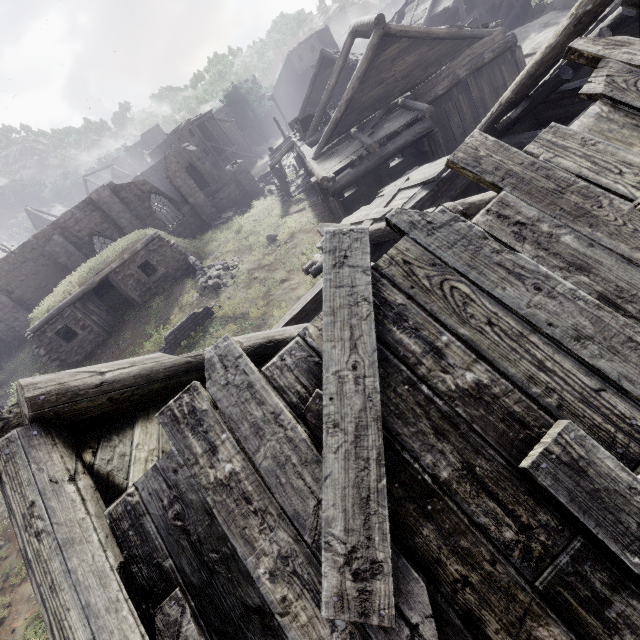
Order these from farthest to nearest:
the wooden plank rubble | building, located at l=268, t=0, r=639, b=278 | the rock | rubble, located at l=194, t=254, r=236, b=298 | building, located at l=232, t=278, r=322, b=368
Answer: the rock < rubble, located at l=194, t=254, r=236, b=298 < building, located at l=268, t=0, r=639, b=278 < building, located at l=232, t=278, r=322, b=368 < the wooden plank rubble

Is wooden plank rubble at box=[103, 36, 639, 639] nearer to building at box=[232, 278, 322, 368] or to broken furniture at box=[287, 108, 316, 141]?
building at box=[232, 278, 322, 368]

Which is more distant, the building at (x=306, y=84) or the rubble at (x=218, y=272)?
the rubble at (x=218, y=272)

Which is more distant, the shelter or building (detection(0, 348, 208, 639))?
the shelter

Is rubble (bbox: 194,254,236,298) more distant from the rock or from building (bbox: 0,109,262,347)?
the rock

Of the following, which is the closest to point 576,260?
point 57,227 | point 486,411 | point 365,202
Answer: point 486,411

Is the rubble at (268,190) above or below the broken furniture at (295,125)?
below

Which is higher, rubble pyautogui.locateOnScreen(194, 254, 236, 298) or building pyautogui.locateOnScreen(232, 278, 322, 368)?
building pyautogui.locateOnScreen(232, 278, 322, 368)
